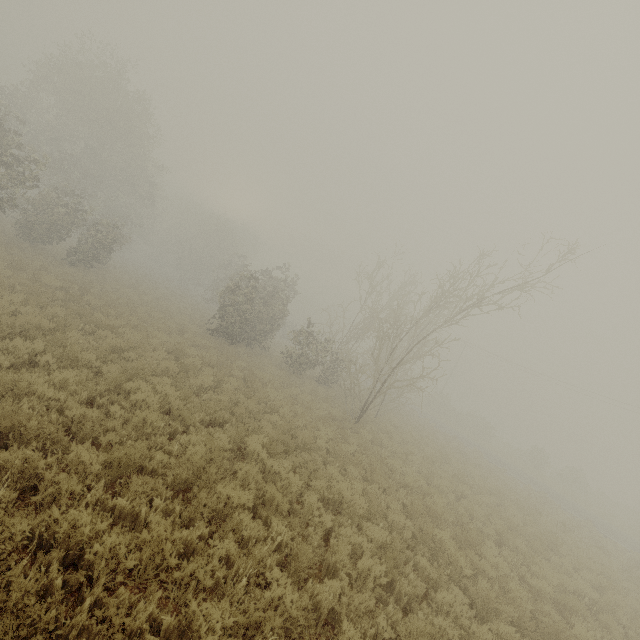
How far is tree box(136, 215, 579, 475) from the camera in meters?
15.4

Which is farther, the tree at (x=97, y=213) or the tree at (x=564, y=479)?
the tree at (x=564, y=479)

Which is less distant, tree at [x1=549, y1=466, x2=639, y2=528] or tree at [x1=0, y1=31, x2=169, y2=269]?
tree at [x1=0, y1=31, x2=169, y2=269]

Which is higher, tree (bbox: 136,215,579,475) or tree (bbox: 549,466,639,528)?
tree (bbox: 136,215,579,475)

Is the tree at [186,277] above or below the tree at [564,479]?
above

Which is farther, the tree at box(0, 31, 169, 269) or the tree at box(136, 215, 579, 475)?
the tree at box(0, 31, 169, 269)

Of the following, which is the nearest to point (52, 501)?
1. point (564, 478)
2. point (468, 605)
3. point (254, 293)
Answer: point (468, 605)
